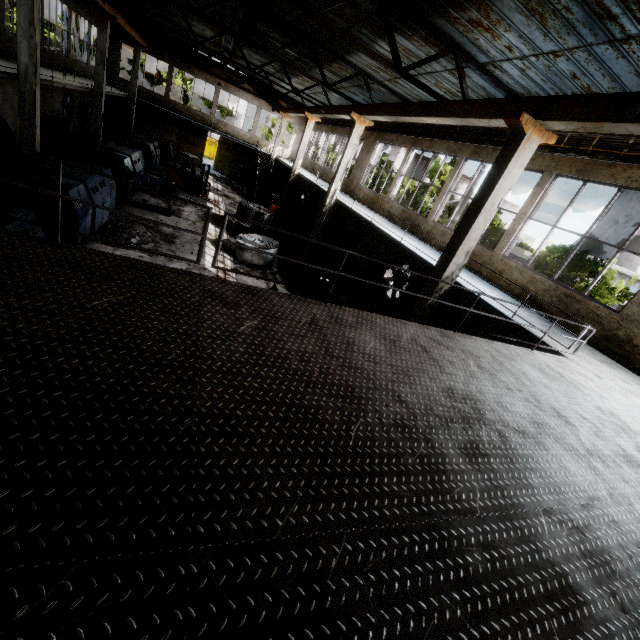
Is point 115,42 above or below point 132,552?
above

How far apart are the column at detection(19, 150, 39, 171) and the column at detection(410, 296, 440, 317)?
14.7m

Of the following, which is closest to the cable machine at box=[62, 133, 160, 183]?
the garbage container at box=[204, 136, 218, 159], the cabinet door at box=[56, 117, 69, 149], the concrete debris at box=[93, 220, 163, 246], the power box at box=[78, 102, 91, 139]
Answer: the cabinet door at box=[56, 117, 69, 149]

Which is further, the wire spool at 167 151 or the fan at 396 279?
the wire spool at 167 151

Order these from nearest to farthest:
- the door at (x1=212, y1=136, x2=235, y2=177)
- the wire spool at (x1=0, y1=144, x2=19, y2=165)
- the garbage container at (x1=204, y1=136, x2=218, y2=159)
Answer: the wire spool at (x1=0, y1=144, x2=19, y2=165), the door at (x1=212, y1=136, x2=235, y2=177), the garbage container at (x1=204, y1=136, x2=218, y2=159)

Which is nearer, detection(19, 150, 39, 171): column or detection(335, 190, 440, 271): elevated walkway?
detection(335, 190, 440, 271): elevated walkway

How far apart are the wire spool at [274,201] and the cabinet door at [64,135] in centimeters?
1327cm

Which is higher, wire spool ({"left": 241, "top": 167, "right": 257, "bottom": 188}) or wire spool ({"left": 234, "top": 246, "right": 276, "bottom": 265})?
wire spool ({"left": 241, "top": 167, "right": 257, "bottom": 188})
